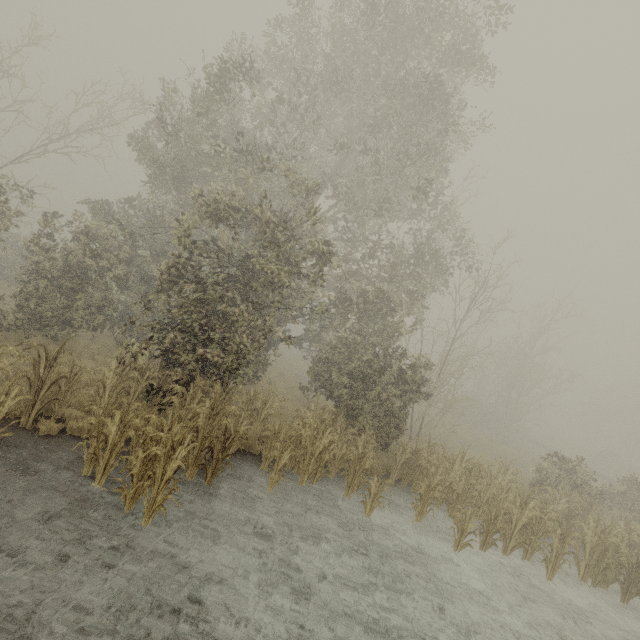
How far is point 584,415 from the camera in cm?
5322
